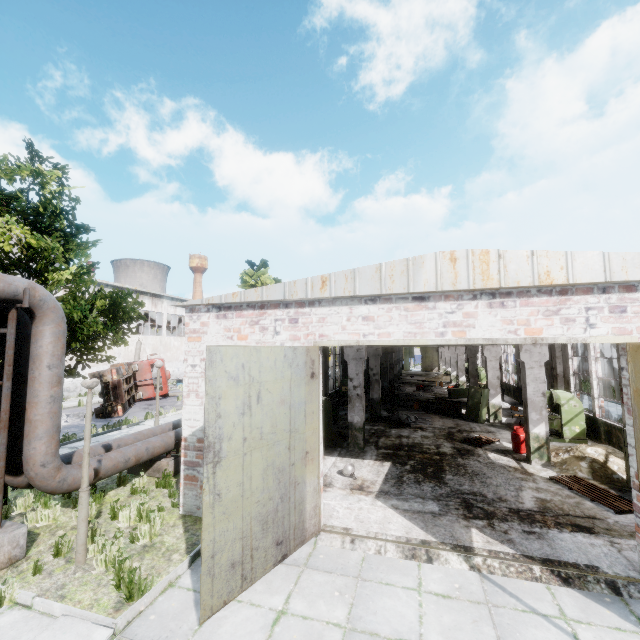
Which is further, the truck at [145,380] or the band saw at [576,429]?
the truck at [145,380]

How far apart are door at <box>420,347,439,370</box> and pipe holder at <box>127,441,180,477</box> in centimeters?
4651cm

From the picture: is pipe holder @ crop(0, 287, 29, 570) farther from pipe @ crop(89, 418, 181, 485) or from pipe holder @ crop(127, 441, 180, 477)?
pipe holder @ crop(127, 441, 180, 477)

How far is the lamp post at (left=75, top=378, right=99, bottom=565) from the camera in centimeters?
587cm

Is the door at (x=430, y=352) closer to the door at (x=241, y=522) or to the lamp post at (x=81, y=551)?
the door at (x=241, y=522)

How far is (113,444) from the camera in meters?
9.2 m

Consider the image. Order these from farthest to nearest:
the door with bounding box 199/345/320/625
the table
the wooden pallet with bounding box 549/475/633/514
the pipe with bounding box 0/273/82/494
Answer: the table < the wooden pallet with bounding box 549/475/633/514 < the pipe with bounding box 0/273/82/494 < the door with bounding box 199/345/320/625

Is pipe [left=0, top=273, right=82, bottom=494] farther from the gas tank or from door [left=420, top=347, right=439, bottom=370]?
door [left=420, top=347, right=439, bottom=370]
